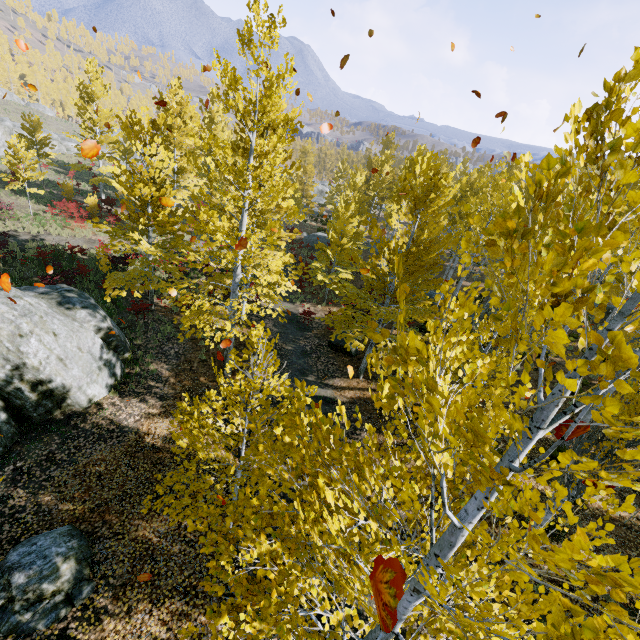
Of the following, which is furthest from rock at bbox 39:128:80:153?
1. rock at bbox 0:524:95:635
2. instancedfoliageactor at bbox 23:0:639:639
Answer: rock at bbox 0:524:95:635

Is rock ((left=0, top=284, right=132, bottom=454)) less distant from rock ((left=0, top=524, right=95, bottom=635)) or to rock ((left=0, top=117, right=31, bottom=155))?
rock ((left=0, top=524, right=95, bottom=635))

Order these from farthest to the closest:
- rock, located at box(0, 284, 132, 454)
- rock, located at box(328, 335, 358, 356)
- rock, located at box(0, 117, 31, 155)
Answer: rock, located at box(0, 117, 31, 155)
rock, located at box(328, 335, 358, 356)
rock, located at box(0, 284, 132, 454)

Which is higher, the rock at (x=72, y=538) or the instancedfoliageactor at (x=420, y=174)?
the instancedfoliageactor at (x=420, y=174)

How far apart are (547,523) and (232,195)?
9.4 meters

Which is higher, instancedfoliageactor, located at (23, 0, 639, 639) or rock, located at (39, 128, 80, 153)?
instancedfoliageactor, located at (23, 0, 639, 639)

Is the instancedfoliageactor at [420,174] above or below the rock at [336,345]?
above

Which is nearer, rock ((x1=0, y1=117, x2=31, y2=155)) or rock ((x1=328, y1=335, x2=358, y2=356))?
rock ((x1=328, y1=335, x2=358, y2=356))
